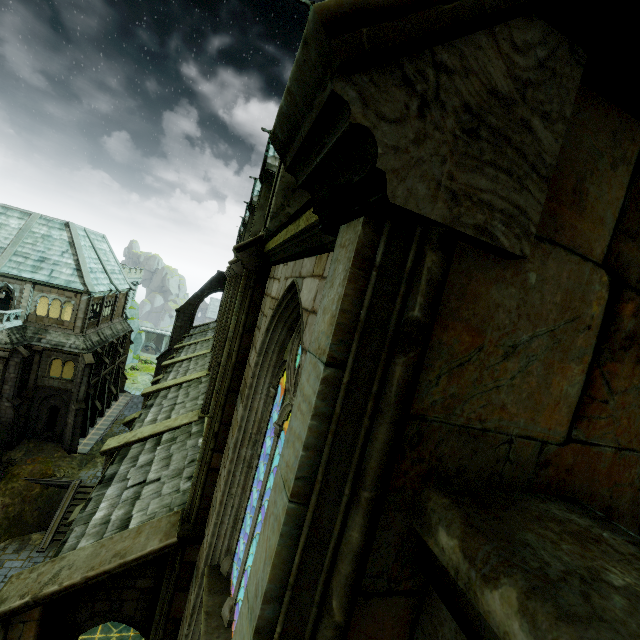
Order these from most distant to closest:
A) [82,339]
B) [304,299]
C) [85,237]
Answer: [85,237]
[82,339]
[304,299]

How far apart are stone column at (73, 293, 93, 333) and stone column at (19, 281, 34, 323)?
3.42m

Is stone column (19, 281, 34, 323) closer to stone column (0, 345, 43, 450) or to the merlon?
stone column (0, 345, 43, 450)

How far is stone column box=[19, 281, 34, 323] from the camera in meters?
28.4 m

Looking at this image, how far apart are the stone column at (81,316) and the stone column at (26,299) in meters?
3.4

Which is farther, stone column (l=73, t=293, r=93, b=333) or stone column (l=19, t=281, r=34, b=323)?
stone column (l=73, t=293, r=93, b=333)

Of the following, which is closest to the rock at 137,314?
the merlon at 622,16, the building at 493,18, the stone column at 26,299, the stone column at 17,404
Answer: the building at 493,18

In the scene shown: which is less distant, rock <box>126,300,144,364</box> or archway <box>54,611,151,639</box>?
archway <box>54,611,151,639</box>
